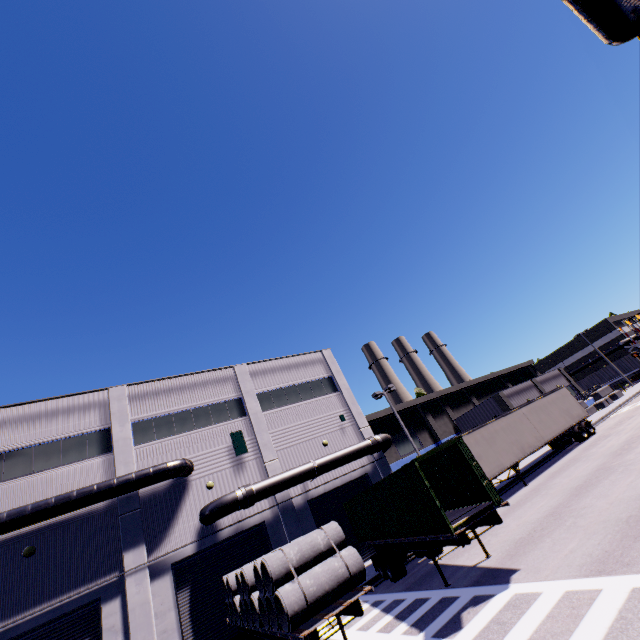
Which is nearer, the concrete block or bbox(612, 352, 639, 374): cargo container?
the concrete block

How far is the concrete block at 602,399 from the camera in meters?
37.8 m

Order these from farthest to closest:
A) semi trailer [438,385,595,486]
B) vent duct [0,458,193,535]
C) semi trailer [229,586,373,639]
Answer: semi trailer [438,385,595,486], vent duct [0,458,193,535], semi trailer [229,586,373,639]

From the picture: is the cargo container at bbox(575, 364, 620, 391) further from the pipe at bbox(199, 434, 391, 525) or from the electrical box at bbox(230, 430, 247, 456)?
the electrical box at bbox(230, 430, 247, 456)

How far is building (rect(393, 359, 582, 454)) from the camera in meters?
38.8 m

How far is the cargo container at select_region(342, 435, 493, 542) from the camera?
10.2m

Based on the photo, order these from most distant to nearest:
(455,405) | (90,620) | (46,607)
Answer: (455,405), (90,620), (46,607)

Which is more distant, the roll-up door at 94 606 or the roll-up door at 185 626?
the roll-up door at 185 626
